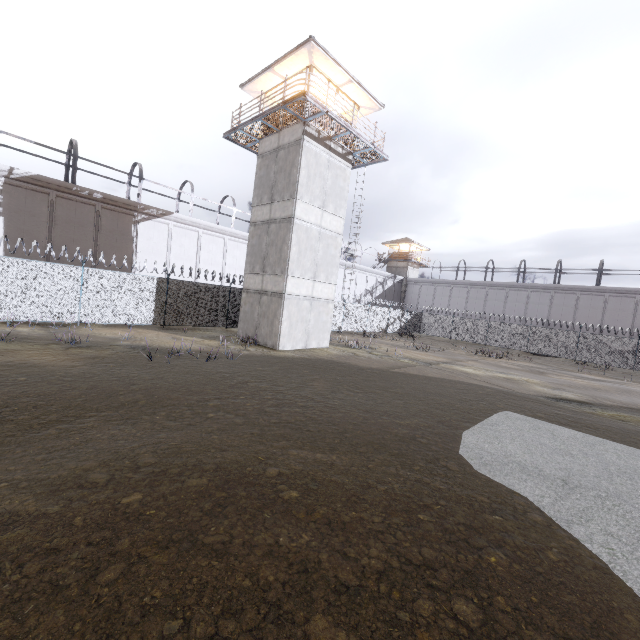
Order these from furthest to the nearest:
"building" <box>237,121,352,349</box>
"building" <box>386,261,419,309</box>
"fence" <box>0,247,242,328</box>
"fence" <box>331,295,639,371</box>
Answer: "building" <box>386,261,419,309</box>
"fence" <box>331,295,639,371</box>
"building" <box>237,121,352,349</box>
"fence" <box>0,247,242,328</box>

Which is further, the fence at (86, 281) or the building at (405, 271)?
the building at (405, 271)

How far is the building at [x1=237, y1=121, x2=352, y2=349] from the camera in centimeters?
1692cm

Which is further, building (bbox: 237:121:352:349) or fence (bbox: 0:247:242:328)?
building (bbox: 237:121:352:349)

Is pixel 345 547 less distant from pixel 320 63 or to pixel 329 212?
pixel 329 212

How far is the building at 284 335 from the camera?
16.9m

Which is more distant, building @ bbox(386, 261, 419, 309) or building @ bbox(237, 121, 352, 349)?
building @ bbox(386, 261, 419, 309)

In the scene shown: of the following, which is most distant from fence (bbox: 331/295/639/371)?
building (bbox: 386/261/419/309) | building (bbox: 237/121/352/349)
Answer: building (bbox: 386/261/419/309)
